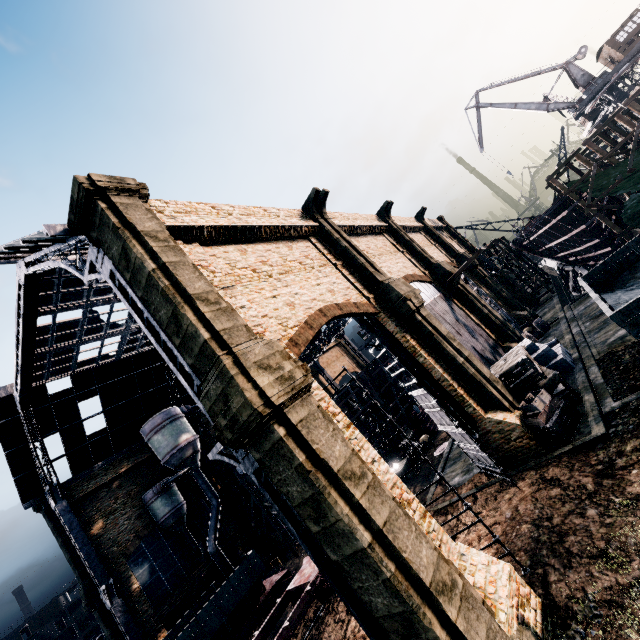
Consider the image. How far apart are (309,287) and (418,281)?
13.42m

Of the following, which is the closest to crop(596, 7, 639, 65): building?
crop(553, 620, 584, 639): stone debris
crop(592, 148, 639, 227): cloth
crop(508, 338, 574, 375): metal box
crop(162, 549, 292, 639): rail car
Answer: crop(592, 148, 639, 227): cloth

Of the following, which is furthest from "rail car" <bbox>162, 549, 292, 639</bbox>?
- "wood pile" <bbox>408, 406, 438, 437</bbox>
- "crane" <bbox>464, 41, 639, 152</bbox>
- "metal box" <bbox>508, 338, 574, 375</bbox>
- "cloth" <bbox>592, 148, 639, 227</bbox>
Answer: "crane" <bbox>464, 41, 639, 152</bbox>

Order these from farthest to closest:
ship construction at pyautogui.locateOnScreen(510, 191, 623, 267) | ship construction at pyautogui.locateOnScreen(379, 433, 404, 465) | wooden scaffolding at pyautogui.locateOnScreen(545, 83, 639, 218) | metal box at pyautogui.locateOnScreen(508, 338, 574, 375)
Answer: ship construction at pyautogui.locateOnScreen(379, 433, 404, 465) → ship construction at pyautogui.locateOnScreen(510, 191, 623, 267) → wooden scaffolding at pyautogui.locateOnScreen(545, 83, 639, 218) → metal box at pyautogui.locateOnScreen(508, 338, 574, 375)

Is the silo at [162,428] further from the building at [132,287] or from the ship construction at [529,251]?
the ship construction at [529,251]

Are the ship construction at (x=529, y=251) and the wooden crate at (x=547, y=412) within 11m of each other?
no

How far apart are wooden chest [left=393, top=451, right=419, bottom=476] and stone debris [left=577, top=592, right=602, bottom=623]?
18.00m

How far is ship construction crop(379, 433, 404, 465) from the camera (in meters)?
30.12
